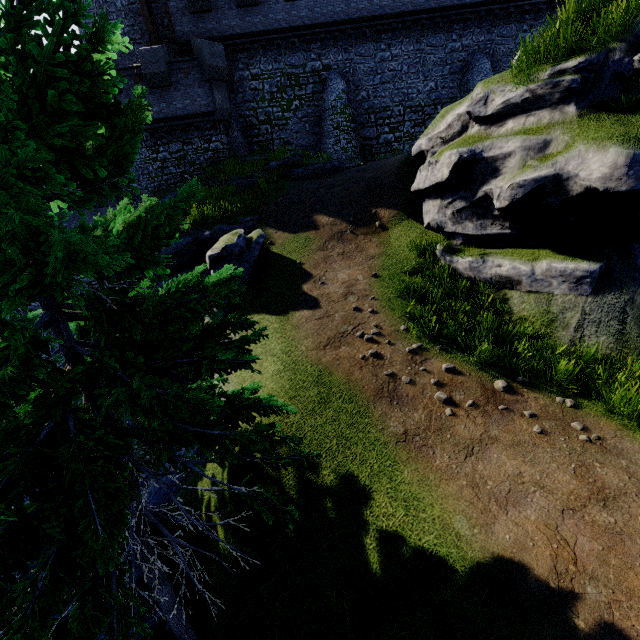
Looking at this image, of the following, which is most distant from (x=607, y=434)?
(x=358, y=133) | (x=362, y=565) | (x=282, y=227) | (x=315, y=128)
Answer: (x=315, y=128)

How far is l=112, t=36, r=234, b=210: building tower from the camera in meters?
18.9 m

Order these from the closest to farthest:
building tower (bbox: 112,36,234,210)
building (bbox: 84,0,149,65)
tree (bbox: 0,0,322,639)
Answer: tree (bbox: 0,0,322,639), building tower (bbox: 112,36,234,210), building (bbox: 84,0,149,65)

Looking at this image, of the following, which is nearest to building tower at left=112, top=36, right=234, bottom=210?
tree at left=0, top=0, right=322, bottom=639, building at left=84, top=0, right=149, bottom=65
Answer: building at left=84, top=0, right=149, bottom=65

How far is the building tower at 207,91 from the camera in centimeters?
1888cm

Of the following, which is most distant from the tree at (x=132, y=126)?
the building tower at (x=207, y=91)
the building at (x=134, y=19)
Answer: the building at (x=134, y=19)

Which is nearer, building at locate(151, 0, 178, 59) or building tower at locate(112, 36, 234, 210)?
building tower at locate(112, 36, 234, 210)

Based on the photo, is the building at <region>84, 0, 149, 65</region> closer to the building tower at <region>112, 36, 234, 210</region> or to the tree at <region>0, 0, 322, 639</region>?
the building tower at <region>112, 36, 234, 210</region>
